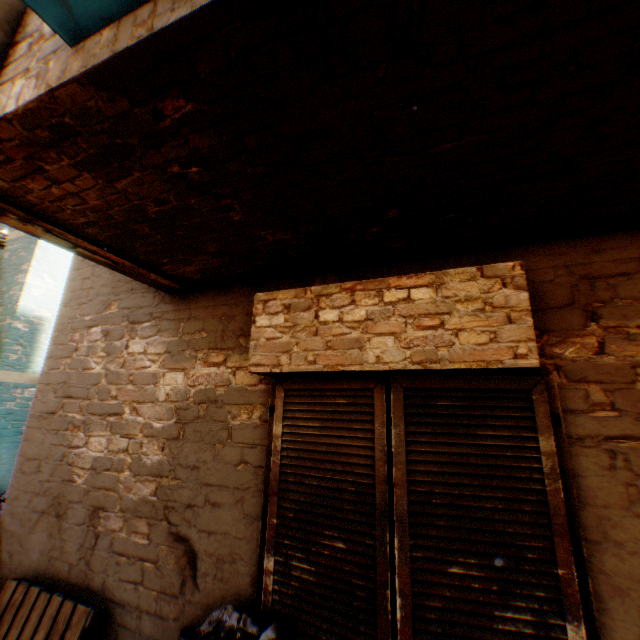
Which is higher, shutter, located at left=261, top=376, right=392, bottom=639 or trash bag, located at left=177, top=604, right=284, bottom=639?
shutter, located at left=261, top=376, right=392, bottom=639

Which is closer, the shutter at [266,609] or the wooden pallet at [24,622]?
the shutter at [266,609]

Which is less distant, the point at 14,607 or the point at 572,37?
the point at 572,37

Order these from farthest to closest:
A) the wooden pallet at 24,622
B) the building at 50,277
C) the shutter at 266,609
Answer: the wooden pallet at 24,622 → the shutter at 266,609 → the building at 50,277

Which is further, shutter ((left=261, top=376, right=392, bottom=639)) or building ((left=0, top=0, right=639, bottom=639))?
shutter ((left=261, top=376, right=392, bottom=639))

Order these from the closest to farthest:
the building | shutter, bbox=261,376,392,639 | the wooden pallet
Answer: the building
shutter, bbox=261,376,392,639
the wooden pallet

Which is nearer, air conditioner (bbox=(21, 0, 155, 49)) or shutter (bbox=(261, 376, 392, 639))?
air conditioner (bbox=(21, 0, 155, 49))

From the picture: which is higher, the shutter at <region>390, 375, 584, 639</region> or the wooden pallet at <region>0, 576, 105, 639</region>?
the shutter at <region>390, 375, 584, 639</region>
